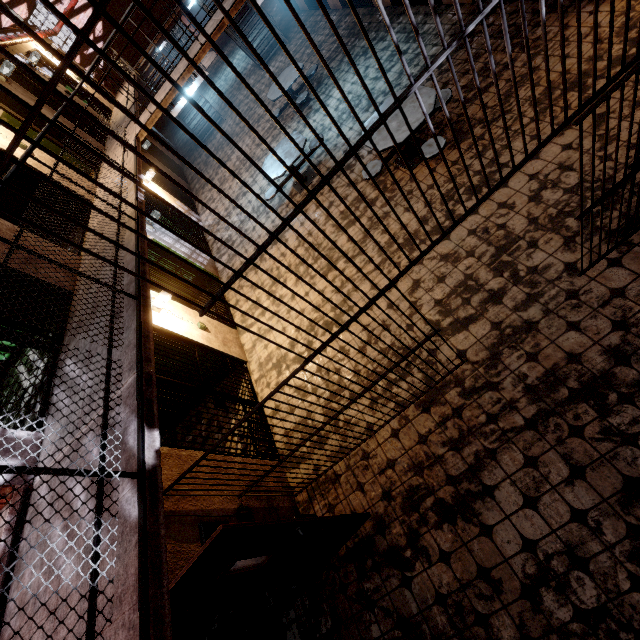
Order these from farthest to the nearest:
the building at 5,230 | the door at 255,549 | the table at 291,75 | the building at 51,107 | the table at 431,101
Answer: the table at 291,75 < the building at 51,107 < the table at 431,101 < the building at 5,230 < the door at 255,549

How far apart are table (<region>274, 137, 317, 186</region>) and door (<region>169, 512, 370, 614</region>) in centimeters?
621cm

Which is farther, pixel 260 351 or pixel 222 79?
pixel 222 79

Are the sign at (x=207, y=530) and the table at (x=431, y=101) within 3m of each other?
no

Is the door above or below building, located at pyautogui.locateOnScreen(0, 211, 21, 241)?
below

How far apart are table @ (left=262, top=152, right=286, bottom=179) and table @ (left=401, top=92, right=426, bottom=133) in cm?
139

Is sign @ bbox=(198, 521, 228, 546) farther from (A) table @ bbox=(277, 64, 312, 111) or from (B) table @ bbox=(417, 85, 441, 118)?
(A) table @ bbox=(277, 64, 312, 111)

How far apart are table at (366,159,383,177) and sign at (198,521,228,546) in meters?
5.4
